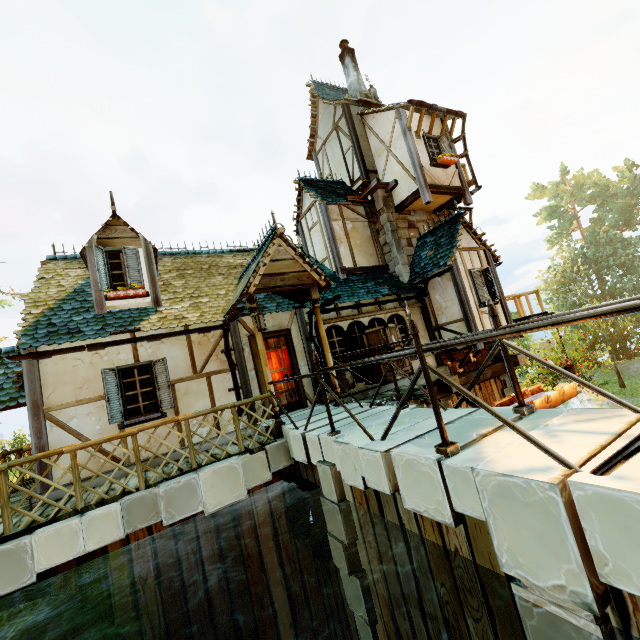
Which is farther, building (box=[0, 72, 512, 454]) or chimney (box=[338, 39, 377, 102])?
chimney (box=[338, 39, 377, 102])

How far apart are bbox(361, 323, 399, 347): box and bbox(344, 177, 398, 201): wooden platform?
5.24m

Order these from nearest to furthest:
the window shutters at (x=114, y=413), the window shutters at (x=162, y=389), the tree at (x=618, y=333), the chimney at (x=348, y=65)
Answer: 1. the window shutters at (x=114, y=413)
2. the window shutters at (x=162, y=389)
3. the chimney at (x=348, y=65)
4. the tree at (x=618, y=333)

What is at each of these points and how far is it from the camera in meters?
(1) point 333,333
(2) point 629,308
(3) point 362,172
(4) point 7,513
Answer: (1) window, 9.6 m
(2) fence, 1.9 m
(3) building, 12.9 m
(4) fence, 4.6 m

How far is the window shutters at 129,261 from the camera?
7.9m

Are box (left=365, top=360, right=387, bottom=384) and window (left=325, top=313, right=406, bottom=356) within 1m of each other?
yes

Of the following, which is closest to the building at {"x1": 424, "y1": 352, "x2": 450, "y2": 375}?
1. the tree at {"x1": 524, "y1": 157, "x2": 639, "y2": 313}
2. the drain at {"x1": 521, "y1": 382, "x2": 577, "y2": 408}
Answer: the drain at {"x1": 521, "y1": 382, "x2": 577, "y2": 408}

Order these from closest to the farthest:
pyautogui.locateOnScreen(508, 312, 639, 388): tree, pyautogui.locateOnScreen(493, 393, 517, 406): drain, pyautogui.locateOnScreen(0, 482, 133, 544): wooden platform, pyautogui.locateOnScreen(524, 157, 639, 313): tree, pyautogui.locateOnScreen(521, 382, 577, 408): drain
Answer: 1. pyautogui.locateOnScreen(0, 482, 133, 544): wooden platform
2. pyautogui.locateOnScreen(521, 382, 577, 408): drain
3. pyautogui.locateOnScreen(493, 393, 517, 406): drain
4. pyautogui.locateOnScreen(508, 312, 639, 388): tree
5. pyautogui.locateOnScreen(524, 157, 639, 313): tree
